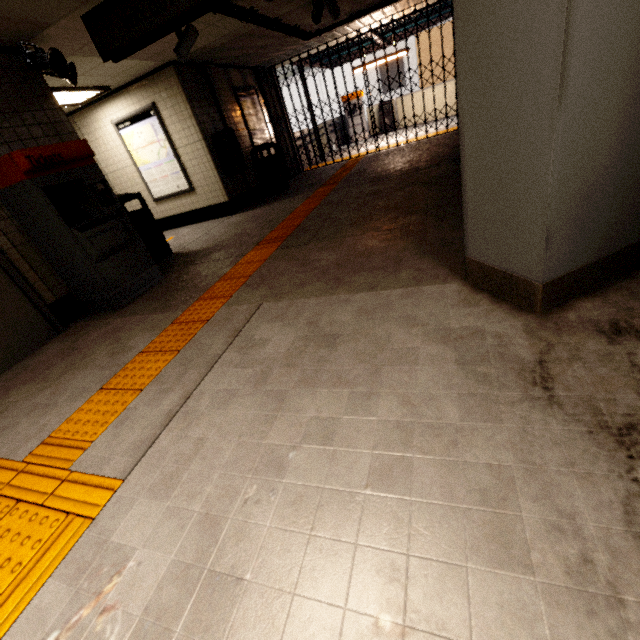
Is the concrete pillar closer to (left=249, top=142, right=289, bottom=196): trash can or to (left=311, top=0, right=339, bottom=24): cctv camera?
(left=249, top=142, right=289, bottom=196): trash can

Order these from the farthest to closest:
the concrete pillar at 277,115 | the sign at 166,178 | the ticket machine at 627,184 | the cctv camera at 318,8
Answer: the concrete pillar at 277,115
the sign at 166,178
the cctv camera at 318,8
the ticket machine at 627,184

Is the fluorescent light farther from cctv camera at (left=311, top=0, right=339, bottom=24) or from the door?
cctv camera at (left=311, top=0, right=339, bottom=24)

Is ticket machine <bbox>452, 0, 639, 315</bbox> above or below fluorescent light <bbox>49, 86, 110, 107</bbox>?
below

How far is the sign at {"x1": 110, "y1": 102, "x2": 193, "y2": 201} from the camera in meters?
6.9

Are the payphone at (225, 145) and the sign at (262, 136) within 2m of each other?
yes

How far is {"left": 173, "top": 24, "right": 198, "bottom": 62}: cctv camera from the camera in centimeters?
471cm

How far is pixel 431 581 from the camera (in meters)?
1.03
